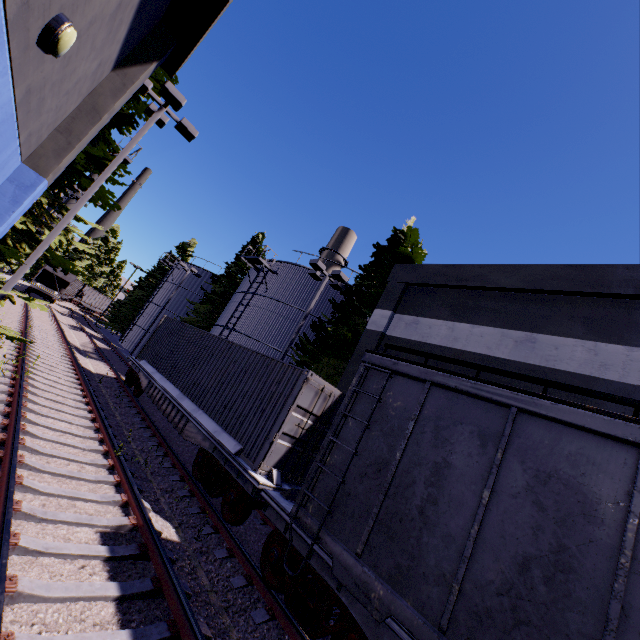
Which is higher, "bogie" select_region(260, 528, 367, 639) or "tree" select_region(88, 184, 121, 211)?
"tree" select_region(88, 184, 121, 211)

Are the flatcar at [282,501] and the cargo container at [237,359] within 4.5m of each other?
yes

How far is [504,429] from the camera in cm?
448

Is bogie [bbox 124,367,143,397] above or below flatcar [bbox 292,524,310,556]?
below

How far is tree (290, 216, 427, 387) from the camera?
15.9 meters

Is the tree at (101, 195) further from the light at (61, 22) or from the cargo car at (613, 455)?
the light at (61, 22)

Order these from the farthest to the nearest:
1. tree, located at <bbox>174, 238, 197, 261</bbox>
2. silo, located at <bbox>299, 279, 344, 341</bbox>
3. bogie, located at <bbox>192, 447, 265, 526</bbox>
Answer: tree, located at <bbox>174, 238, 197, 261</bbox>
silo, located at <bbox>299, 279, 344, 341</bbox>
bogie, located at <bbox>192, 447, 265, 526</bbox>
